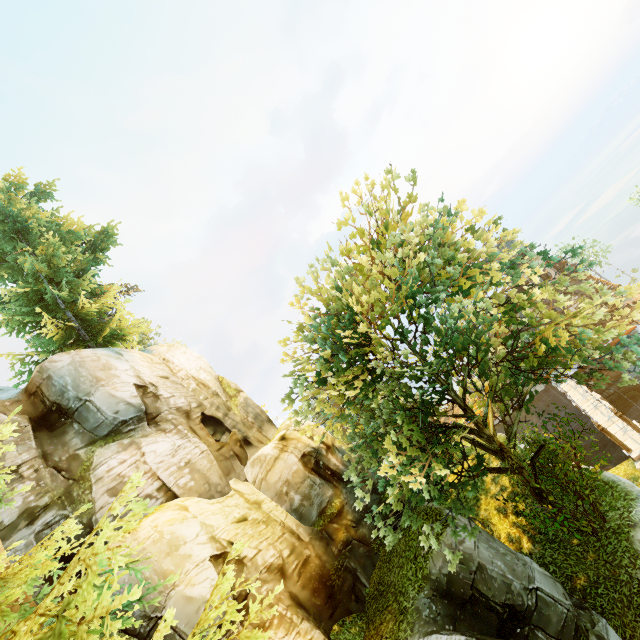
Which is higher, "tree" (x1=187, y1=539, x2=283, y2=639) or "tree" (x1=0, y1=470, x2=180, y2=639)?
"tree" (x1=0, y1=470, x2=180, y2=639)

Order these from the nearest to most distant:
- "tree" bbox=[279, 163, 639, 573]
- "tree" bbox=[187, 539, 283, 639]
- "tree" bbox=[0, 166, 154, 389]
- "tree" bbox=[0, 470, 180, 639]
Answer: "tree" bbox=[0, 470, 180, 639] < "tree" bbox=[187, 539, 283, 639] < "tree" bbox=[279, 163, 639, 573] < "tree" bbox=[0, 166, 154, 389]

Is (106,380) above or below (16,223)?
below

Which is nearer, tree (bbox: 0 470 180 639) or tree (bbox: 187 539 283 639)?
tree (bbox: 0 470 180 639)

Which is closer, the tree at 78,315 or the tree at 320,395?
the tree at 320,395

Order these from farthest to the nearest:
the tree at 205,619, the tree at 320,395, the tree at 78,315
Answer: the tree at 78,315 → the tree at 320,395 → the tree at 205,619
